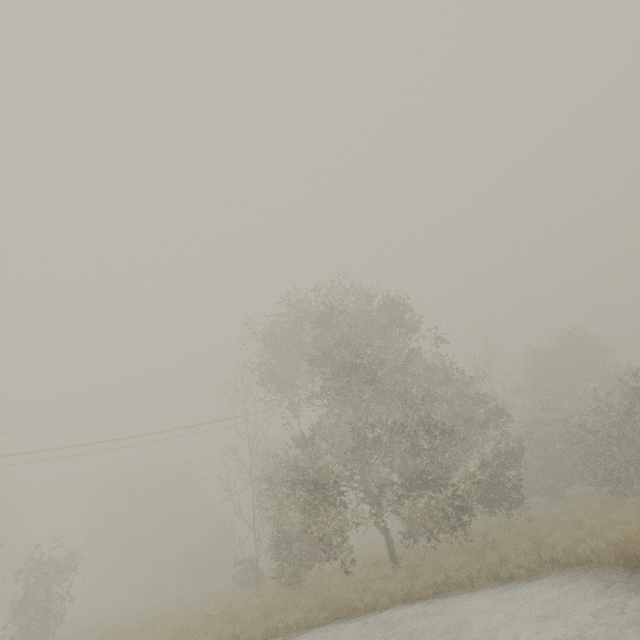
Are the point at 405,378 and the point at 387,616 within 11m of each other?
yes
